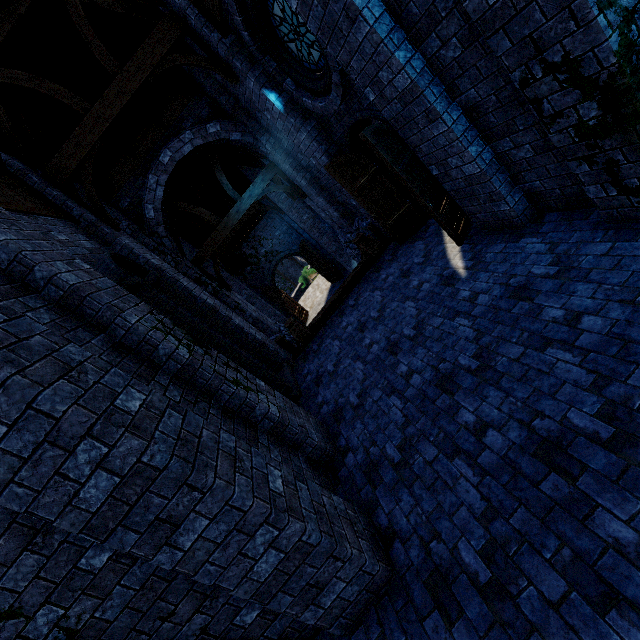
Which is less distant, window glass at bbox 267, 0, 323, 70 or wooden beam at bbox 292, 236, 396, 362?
window glass at bbox 267, 0, 323, 70

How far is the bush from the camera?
28.4m

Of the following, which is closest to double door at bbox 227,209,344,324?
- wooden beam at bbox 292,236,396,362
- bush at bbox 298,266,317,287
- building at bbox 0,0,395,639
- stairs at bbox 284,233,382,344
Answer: building at bbox 0,0,395,639

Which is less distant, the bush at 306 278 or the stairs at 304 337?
the stairs at 304 337

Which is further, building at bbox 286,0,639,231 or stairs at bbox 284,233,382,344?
stairs at bbox 284,233,382,344

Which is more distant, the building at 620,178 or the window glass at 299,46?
the window glass at 299,46

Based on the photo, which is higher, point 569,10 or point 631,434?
point 569,10

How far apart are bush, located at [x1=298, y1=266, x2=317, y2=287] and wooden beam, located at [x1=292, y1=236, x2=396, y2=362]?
18.9 meters
